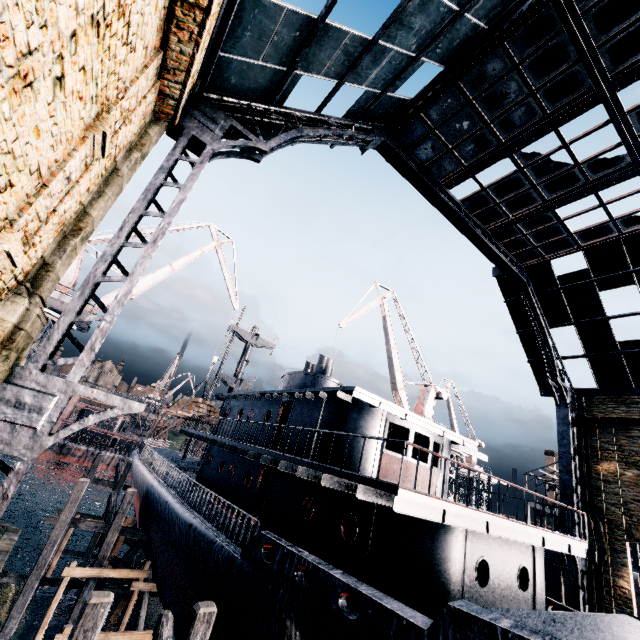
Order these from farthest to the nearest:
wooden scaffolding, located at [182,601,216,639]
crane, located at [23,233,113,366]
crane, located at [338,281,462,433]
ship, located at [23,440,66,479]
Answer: ship, located at [23,440,66,479] < crane, located at [338,281,462,433] < crane, located at [23,233,113,366] < wooden scaffolding, located at [182,601,216,639]

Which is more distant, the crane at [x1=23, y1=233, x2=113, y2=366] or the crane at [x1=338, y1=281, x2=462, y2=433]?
the crane at [x1=338, y1=281, x2=462, y2=433]

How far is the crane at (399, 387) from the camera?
31.1 meters

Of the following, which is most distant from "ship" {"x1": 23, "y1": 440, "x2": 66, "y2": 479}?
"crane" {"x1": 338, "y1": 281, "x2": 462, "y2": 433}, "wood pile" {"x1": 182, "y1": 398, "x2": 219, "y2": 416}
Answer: "crane" {"x1": 338, "y1": 281, "x2": 462, "y2": 433}

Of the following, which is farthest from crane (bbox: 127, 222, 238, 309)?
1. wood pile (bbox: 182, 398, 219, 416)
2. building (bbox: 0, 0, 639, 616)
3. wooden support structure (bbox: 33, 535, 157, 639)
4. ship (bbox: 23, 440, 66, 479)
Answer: building (bbox: 0, 0, 639, 616)

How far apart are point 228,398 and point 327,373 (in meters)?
7.96

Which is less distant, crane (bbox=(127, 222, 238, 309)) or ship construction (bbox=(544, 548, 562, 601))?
ship construction (bbox=(544, 548, 562, 601))

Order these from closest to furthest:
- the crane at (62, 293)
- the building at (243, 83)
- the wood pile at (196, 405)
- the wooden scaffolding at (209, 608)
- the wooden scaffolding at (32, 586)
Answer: the building at (243, 83)
the wooden scaffolding at (209, 608)
the wooden scaffolding at (32, 586)
the crane at (62, 293)
the wood pile at (196, 405)
